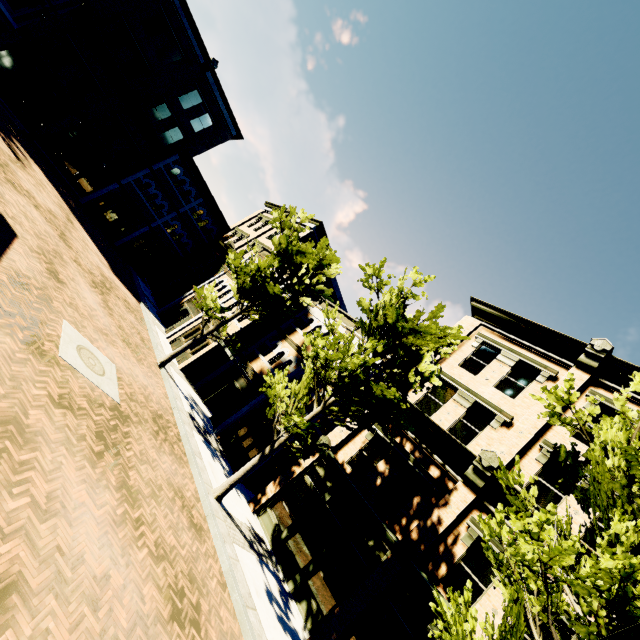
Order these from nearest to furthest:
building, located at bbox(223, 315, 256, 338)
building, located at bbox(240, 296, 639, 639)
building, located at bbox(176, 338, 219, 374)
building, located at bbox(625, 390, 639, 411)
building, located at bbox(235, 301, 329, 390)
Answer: building, located at bbox(240, 296, 639, 639), building, located at bbox(625, 390, 639, 411), building, located at bbox(235, 301, 329, 390), building, located at bbox(176, 338, 219, 374), building, located at bbox(223, 315, 256, 338)

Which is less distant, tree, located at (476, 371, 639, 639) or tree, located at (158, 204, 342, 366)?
tree, located at (476, 371, 639, 639)

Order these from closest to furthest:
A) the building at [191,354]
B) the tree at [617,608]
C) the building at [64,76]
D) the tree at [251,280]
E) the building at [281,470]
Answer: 1. the tree at [617,608]
2. the building at [281,470]
3. the tree at [251,280]
4. the building at [191,354]
5. the building at [64,76]

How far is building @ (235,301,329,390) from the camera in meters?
17.9

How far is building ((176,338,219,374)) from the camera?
18.5m

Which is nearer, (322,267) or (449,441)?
(449,441)

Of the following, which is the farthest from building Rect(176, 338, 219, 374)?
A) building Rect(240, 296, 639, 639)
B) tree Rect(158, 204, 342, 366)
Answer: tree Rect(158, 204, 342, 366)

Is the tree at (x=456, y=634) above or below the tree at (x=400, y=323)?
below
